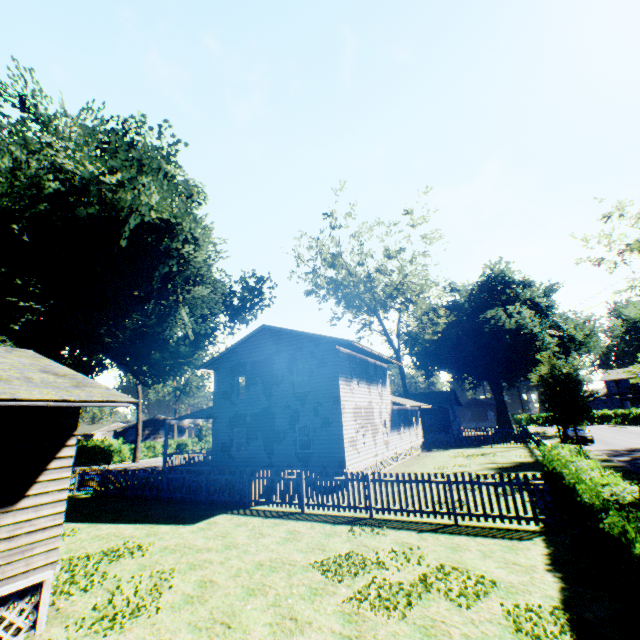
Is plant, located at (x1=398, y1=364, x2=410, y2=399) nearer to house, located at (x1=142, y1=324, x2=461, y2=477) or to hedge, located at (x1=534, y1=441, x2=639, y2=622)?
house, located at (x1=142, y1=324, x2=461, y2=477)

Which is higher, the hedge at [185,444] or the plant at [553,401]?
the plant at [553,401]

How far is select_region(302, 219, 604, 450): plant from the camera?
24.3m

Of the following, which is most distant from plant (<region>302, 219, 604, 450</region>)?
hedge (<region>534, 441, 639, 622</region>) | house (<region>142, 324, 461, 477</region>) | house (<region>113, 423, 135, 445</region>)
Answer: house (<region>113, 423, 135, 445</region>)

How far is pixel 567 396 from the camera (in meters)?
22.70

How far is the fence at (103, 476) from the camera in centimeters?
1063cm

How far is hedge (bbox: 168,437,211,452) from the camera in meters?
50.0

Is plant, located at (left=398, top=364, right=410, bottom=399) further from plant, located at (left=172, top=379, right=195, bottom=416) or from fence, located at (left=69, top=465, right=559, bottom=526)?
plant, located at (left=172, top=379, right=195, bottom=416)
